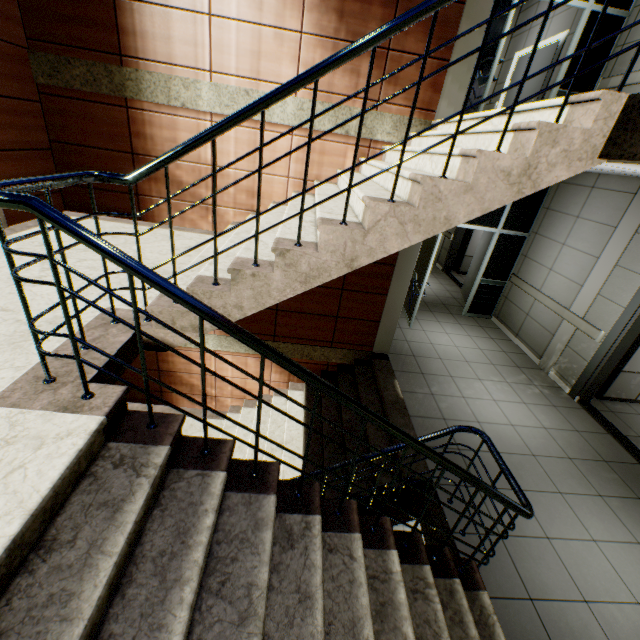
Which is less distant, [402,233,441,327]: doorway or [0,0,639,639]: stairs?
[0,0,639,639]: stairs

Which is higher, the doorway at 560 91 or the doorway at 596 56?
the doorway at 596 56

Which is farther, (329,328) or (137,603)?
→ (329,328)

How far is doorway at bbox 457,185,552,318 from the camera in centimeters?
646cm

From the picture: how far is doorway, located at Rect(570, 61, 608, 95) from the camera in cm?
540

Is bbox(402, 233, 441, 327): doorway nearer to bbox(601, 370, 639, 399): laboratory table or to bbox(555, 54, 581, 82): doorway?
bbox(555, 54, 581, 82): doorway

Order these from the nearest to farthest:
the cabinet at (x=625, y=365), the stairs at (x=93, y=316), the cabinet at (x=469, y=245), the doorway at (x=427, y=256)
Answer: the stairs at (x=93, y=316) → the cabinet at (x=625, y=365) → the doorway at (x=427, y=256) → the cabinet at (x=469, y=245)

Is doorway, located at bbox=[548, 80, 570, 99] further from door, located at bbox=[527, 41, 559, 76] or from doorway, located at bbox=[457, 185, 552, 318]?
door, located at bbox=[527, 41, 559, 76]
